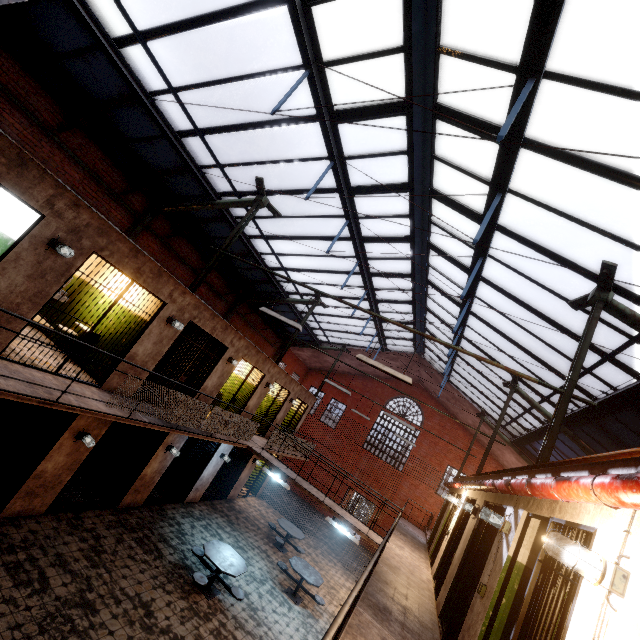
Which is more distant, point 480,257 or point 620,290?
point 480,257

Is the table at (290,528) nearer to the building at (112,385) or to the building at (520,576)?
the building at (112,385)

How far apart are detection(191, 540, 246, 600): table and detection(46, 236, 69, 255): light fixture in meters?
7.6 m

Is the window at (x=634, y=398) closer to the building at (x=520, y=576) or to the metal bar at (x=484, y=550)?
the building at (x=520, y=576)

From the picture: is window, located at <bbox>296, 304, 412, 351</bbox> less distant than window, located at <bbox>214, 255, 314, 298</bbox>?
No

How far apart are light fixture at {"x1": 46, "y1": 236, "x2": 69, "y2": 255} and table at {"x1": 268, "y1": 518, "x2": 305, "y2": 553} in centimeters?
1194cm

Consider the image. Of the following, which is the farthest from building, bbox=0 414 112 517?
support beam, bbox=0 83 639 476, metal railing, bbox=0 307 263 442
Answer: support beam, bbox=0 83 639 476

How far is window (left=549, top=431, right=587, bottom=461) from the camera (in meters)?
11.00
